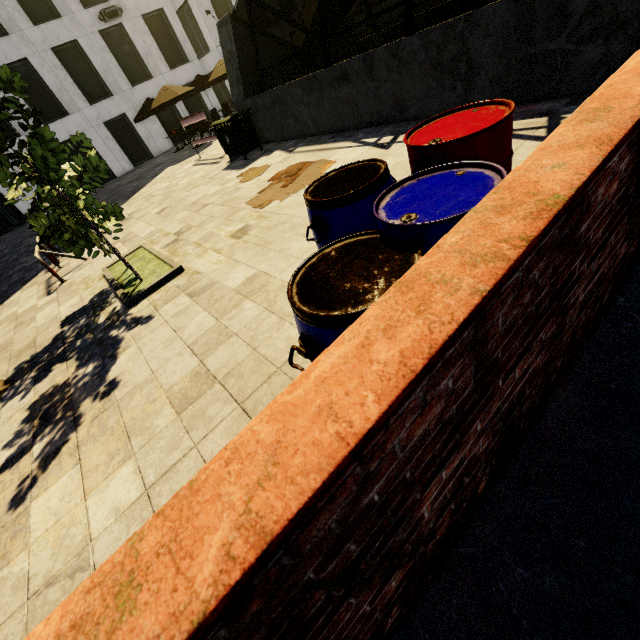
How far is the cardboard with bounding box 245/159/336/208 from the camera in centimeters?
595cm

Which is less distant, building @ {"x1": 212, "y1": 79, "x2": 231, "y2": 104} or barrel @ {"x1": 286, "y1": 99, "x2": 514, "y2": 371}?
barrel @ {"x1": 286, "y1": 99, "x2": 514, "y2": 371}

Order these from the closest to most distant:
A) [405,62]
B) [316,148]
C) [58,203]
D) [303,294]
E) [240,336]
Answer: [303,294]
[240,336]
[58,203]
[405,62]
[316,148]

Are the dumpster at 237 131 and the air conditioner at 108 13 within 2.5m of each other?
no

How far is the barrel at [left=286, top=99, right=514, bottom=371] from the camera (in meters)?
1.49

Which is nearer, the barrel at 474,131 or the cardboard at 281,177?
the barrel at 474,131

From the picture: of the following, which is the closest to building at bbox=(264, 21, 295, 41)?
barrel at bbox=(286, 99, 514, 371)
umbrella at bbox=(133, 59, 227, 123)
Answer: umbrella at bbox=(133, 59, 227, 123)

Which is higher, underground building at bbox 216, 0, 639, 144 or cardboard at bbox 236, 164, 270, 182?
underground building at bbox 216, 0, 639, 144
